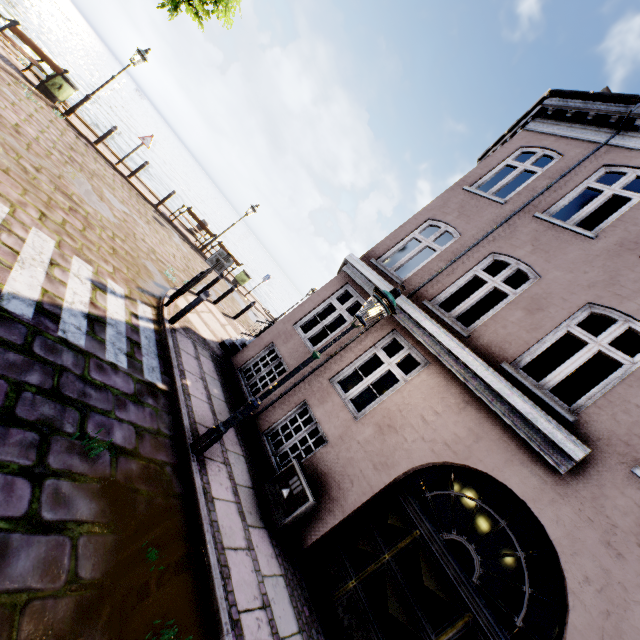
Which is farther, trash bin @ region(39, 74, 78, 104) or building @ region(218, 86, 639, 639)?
trash bin @ region(39, 74, 78, 104)

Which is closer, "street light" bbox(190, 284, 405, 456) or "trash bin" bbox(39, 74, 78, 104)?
"street light" bbox(190, 284, 405, 456)

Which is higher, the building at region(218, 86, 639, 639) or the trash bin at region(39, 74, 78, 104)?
the building at region(218, 86, 639, 639)

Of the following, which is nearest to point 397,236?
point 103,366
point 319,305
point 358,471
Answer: point 319,305

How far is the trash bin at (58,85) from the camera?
10.7 meters

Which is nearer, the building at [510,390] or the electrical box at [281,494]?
the building at [510,390]

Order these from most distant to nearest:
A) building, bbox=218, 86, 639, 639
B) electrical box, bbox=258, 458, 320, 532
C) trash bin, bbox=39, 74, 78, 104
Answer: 1. trash bin, bbox=39, 74, 78, 104
2. electrical box, bbox=258, 458, 320, 532
3. building, bbox=218, 86, 639, 639

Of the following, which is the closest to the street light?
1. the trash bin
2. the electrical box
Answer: the electrical box
